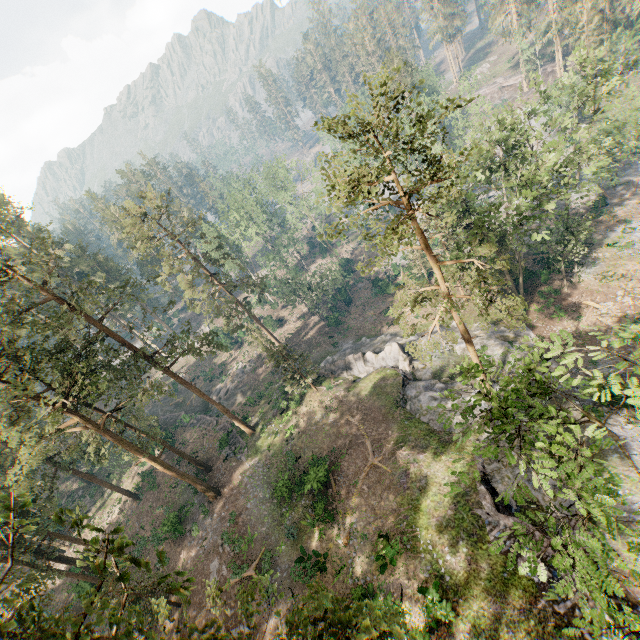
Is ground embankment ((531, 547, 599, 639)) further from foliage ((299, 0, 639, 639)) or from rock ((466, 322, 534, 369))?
foliage ((299, 0, 639, 639))

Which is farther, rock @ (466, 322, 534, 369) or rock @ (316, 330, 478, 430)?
rock @ (466, 322, 534, 369)

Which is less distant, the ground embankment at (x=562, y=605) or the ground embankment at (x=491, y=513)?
the ground embankment at (x=562, y=605)

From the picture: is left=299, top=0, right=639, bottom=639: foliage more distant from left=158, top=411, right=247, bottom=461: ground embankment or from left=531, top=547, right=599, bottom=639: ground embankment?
left=531, top=547, right=599, bottom=639: ground embankment

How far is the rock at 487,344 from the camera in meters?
29.5 m

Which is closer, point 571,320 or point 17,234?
point 571,320

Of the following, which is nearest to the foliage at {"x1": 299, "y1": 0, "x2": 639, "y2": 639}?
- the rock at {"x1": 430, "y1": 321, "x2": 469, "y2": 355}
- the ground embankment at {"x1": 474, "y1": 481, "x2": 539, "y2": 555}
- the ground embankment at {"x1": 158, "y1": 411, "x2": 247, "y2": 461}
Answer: the rock at {"x1": 430, "y1": 321, "x2": 469, "y2": 355}

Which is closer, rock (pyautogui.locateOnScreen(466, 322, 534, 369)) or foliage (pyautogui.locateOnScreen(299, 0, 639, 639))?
foliage (pyautogui.locateOnScreen(299, 0, 639, 639))
